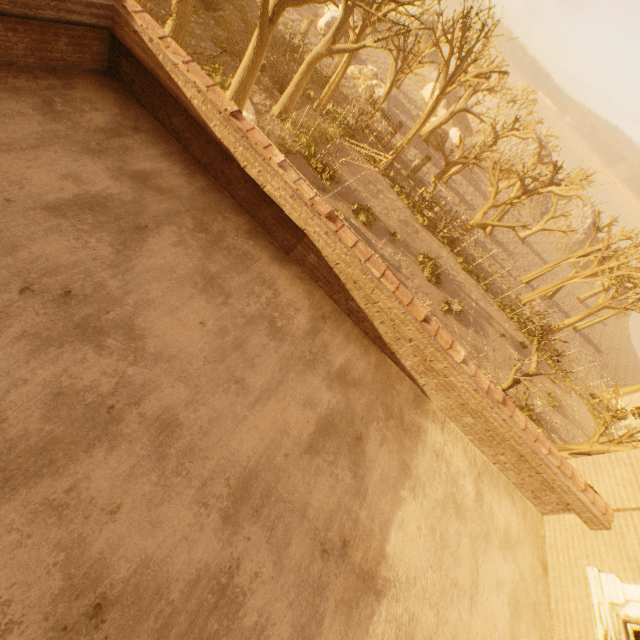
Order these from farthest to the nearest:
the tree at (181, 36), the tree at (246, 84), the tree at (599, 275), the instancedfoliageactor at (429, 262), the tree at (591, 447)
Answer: the instancedfoliageactor at (429, 262) < the tree at (181, 36) < the tree at (599, 275) < the tree at (591, 447) < the tree at (246, 84)

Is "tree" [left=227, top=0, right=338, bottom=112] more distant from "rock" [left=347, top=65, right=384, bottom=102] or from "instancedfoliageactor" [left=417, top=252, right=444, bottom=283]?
"instancedfoliageactor" [left=417, top=252, right=444, bottom=283]

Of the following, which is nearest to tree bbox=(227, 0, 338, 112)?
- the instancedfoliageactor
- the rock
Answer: the rock

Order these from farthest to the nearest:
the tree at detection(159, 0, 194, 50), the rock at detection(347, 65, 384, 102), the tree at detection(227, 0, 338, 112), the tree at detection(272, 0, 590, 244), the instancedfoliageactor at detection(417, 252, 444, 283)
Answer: the rock at detection(347, 65, 384, 102)
the instancedfoliageactor at detection(417, 252, 444, 283)
the tree at detection(272, 0, 590, 244)
the tree at detection(159, 0, 194, 50)
the tree at detection(227, 0, 338, 112)

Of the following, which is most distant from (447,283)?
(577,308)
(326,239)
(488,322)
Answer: (577,308)

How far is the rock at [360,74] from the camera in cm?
3575
